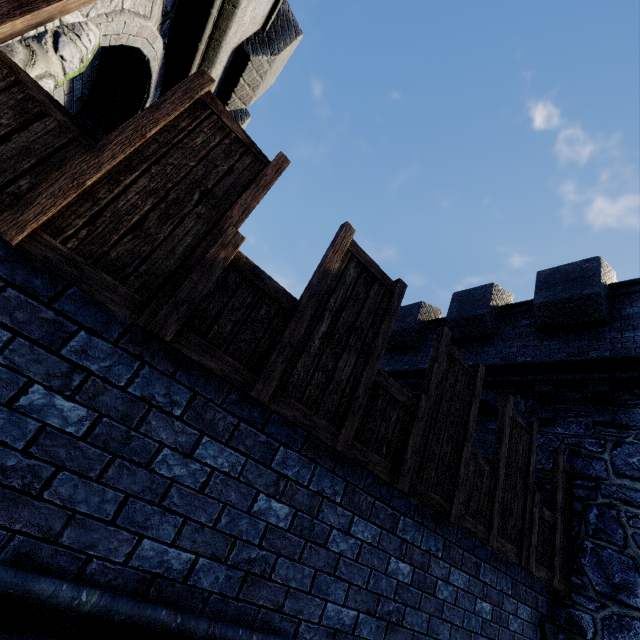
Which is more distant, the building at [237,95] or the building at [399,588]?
the building at [237,95]

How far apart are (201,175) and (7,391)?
2.07m

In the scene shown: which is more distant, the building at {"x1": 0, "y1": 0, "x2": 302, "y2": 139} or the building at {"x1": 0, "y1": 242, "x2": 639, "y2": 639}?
the building at {"x1": 0, "y1": 0, "x2": 302, "y2": 139}
